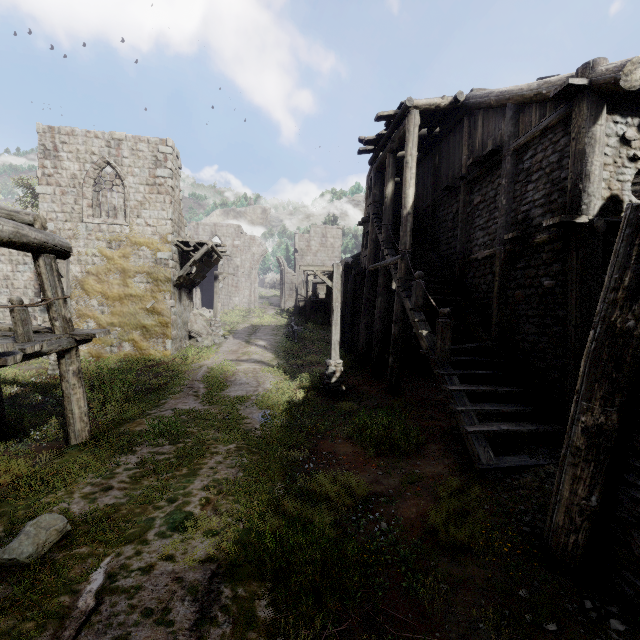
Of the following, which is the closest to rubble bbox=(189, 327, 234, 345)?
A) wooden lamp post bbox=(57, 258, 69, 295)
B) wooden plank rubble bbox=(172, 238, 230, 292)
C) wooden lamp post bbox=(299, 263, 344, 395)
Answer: wooden plank rubble bbox=(172, 238, 230, 292)

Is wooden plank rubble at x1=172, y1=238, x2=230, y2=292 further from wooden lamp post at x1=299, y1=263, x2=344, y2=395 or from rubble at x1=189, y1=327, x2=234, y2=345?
wooden lamp post at x1=299, y1=263, x2=344, y2=395

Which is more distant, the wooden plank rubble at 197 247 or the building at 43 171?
the wooden plank rubble at 197 247

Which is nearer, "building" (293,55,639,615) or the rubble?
"building" (293,55,639,615)

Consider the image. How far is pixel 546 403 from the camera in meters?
7.7 m

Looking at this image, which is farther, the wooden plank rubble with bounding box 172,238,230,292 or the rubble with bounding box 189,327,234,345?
the rubble with bounding box 189,327,234,345

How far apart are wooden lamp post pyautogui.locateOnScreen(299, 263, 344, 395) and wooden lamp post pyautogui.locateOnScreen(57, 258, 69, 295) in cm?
1055

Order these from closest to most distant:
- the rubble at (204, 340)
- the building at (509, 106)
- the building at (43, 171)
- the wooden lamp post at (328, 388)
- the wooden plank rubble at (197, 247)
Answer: the building at (509, 106), the building at (43, 171), the wooden lamp post at (328, 388), the wooden plank rubble at (197, 247), the rubble at (204, 340)
